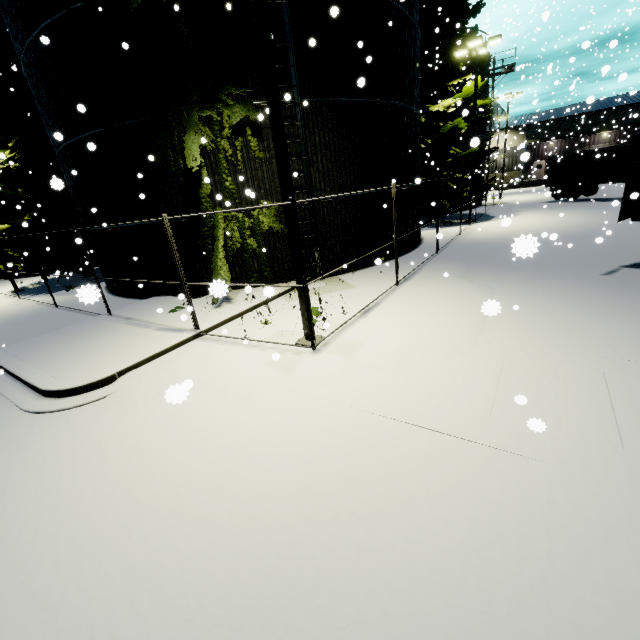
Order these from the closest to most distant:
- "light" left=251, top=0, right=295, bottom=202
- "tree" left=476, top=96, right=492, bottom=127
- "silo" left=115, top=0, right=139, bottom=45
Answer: "light" left=251, top=0, right=295, bottom=202 → "silo" left=115, top=0, right=139, bottom=45 → "tree" left=476, top=96, right=492, bottom=127

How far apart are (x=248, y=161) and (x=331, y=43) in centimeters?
462cm

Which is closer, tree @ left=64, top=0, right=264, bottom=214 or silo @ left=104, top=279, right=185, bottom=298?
tree @ left=64, top=0, right=264, bottom=214

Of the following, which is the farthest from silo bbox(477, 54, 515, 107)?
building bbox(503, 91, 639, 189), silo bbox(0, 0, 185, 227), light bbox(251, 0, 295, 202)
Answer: light bbox(251, 0, 295, 202)

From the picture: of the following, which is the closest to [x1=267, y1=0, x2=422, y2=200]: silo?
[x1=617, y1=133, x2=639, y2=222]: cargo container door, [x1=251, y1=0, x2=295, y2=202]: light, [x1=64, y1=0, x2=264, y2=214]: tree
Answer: [x1=64, y1=0, x2=264, y2=214]: tree

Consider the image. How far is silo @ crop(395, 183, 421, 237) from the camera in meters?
14.1

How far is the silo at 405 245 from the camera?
14.7 meters

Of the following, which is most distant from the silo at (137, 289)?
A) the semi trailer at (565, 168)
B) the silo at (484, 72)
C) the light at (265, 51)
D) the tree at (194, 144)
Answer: the silo at (484, 72)
